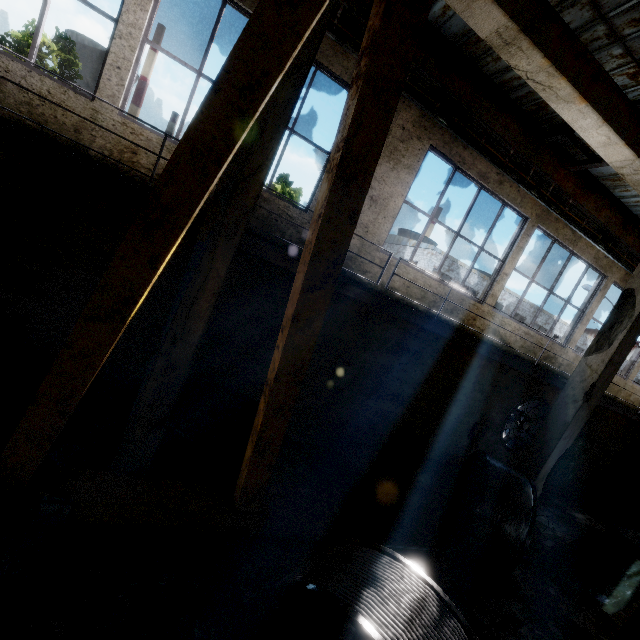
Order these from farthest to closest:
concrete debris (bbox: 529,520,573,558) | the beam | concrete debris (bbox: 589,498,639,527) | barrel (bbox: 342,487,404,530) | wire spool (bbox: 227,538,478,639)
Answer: concrete debris (bbox: 589,498,639,527) → concrete debris (bbox: 529,520,573,558) → barrel (bbox: 342,487,404,530) → the beam → wire spool (bbox: 227,538,478,639)

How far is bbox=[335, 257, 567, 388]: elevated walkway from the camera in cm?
517

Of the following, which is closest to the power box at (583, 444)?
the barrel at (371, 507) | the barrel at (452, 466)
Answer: the barrel at (452, 466)

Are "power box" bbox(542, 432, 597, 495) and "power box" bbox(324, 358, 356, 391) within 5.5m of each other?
no

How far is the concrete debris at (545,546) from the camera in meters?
7.7

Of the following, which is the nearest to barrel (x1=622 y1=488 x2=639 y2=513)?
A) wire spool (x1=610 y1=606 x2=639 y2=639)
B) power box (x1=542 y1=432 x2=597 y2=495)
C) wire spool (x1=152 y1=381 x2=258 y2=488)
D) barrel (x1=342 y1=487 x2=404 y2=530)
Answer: power box (x1=542 y1=432 x2=597 y2=495)

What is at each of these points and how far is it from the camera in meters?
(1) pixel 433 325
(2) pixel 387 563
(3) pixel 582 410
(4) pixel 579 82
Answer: (1) elevated walkway, 5.8 m
(2) wire spool, 2.8 m
(3) column, 6.8 m
(4) beam, 4.5 m

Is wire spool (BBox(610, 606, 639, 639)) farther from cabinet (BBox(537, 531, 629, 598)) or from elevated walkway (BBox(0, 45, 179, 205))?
elevated walkway (BBox(0, 45, 179, 205))
